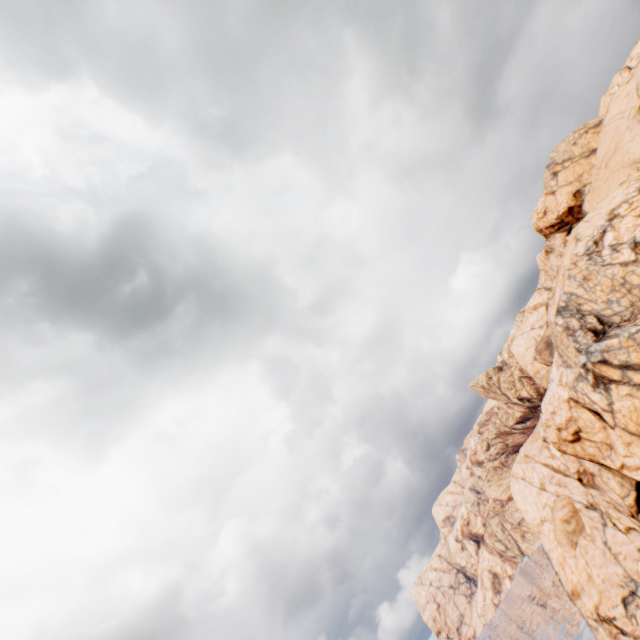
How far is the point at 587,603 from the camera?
37.5 meters
